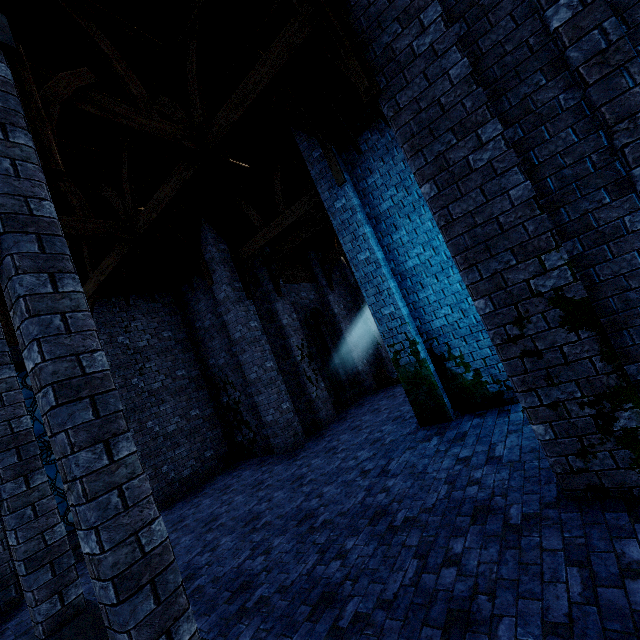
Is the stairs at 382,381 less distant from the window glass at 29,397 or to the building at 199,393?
the building at 199,393

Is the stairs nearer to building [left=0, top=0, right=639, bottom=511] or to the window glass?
building [left=0, top=0, right=639, bottom=511]

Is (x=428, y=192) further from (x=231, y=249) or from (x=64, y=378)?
(x=231, y=249)

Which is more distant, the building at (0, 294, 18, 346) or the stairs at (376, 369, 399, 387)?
the stairs at (376, 369, 399, 387)

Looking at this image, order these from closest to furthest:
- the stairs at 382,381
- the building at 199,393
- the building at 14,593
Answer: the building at 199,393, the building at 14,593, the stairs at 382,381

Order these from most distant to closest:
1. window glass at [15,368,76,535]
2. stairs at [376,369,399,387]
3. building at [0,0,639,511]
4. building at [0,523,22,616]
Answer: stairs at [376,369,399,387] → window glass at [15,368,76,535] → building at [0,523,22,616] → building at [0,0,639,511]

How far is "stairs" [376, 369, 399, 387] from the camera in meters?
14.6 m
